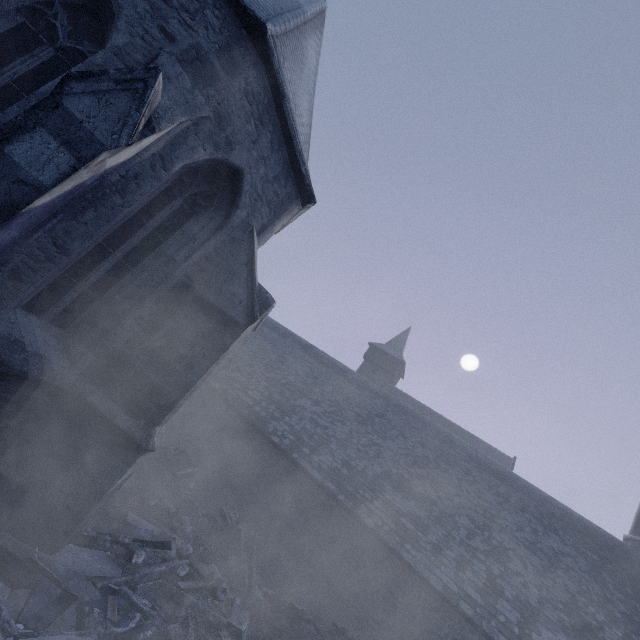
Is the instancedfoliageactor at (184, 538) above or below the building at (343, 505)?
below

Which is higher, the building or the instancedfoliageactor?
the building

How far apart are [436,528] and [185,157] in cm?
1439

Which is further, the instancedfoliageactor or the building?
the instancedfoliageactor

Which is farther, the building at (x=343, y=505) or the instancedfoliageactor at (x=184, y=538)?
the instancedfoliageactor at (x=184, y=538)
